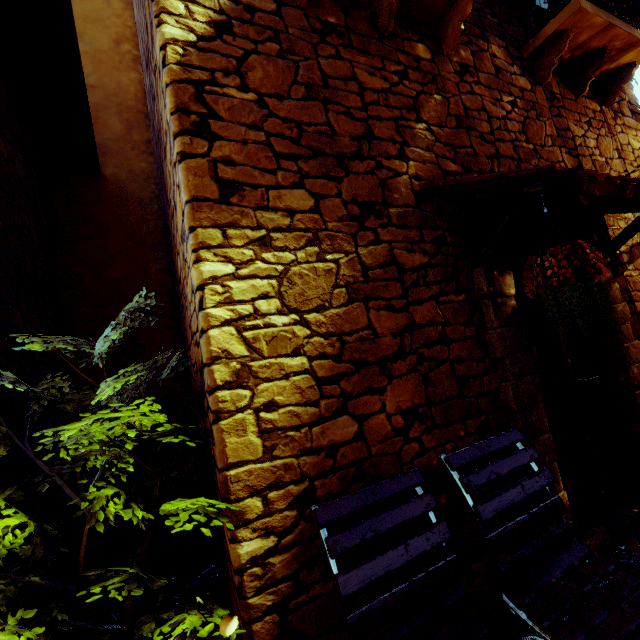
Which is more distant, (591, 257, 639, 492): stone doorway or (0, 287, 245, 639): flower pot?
(591, 257, 639, 492): stone doorway

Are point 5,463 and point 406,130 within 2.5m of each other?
no

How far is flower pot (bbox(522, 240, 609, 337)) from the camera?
1.6 meters

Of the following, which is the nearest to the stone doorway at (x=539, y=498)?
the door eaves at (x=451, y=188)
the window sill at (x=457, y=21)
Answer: the door eaves at (x=451, y=188)

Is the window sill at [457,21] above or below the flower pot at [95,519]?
above

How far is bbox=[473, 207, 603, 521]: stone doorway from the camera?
2.11m
